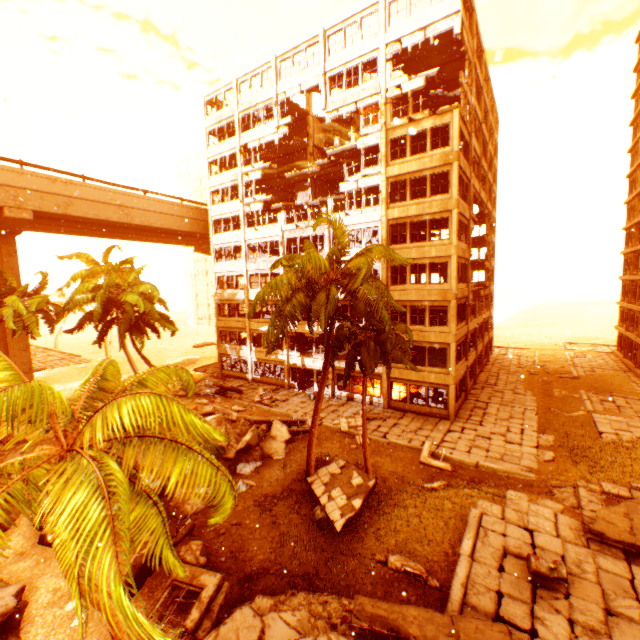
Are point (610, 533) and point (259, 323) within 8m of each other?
no

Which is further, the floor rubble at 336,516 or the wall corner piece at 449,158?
the wall corner piece at 449,158

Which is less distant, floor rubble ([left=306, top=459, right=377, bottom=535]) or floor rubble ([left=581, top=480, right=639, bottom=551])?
floor rubble ([left=581, top=480, right=639, bottom=551])

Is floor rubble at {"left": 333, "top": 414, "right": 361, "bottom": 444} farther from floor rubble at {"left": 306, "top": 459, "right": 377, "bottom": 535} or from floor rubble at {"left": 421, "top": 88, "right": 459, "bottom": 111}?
floor rubble at {"left": 421, "top": 88, "right": 459, "bottom": 111}

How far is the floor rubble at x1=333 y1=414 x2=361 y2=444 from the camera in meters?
20.9 m

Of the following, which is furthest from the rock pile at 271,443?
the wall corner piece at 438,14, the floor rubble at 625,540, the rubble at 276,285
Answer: the wall corner piece at 438,14

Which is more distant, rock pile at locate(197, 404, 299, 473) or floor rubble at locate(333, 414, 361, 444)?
floor rubble at locate(333, 414, 361, 444)
